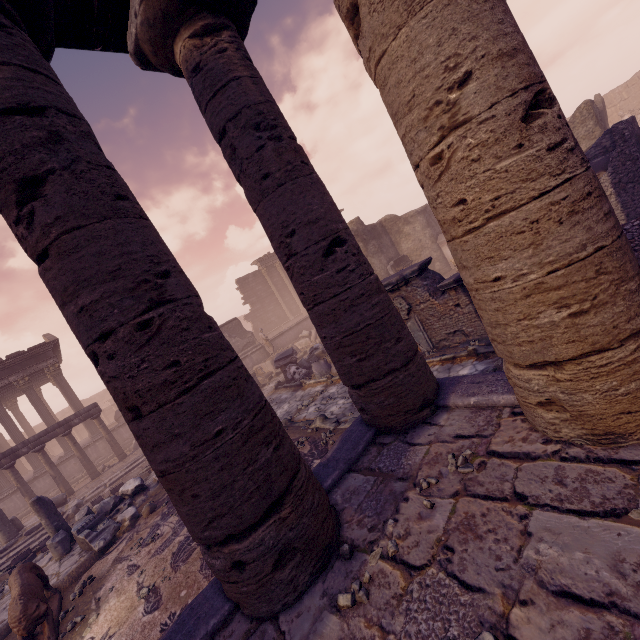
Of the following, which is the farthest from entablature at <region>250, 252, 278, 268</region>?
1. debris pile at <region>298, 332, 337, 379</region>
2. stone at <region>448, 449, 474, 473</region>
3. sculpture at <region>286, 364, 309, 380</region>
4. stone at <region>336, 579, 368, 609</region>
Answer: stone at <region>336, 579, 368, 609</region>

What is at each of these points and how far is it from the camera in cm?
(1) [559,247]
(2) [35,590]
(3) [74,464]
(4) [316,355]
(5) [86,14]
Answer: (1) column, 203
(2) sculpture, 534
(3) building, 1792
(4) debris pile, 1353
(5) entablature, 322

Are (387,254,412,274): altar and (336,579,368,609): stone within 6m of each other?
no

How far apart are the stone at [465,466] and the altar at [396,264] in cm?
1512

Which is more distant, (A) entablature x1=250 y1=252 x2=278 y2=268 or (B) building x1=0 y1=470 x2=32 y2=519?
(A) entablature x1=250 y1=252 x2=278 y2=268

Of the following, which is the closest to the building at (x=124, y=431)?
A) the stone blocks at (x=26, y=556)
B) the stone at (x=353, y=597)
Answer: the stone blocks at (x=26, y=556)

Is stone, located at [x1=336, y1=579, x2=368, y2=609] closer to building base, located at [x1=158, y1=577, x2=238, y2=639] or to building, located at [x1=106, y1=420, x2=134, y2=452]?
building base, located at [x1=158, y1=577, x2=238, y2=639]

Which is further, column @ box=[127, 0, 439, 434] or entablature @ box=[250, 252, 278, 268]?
entablature @ box=[250, 252, 278, 268]
